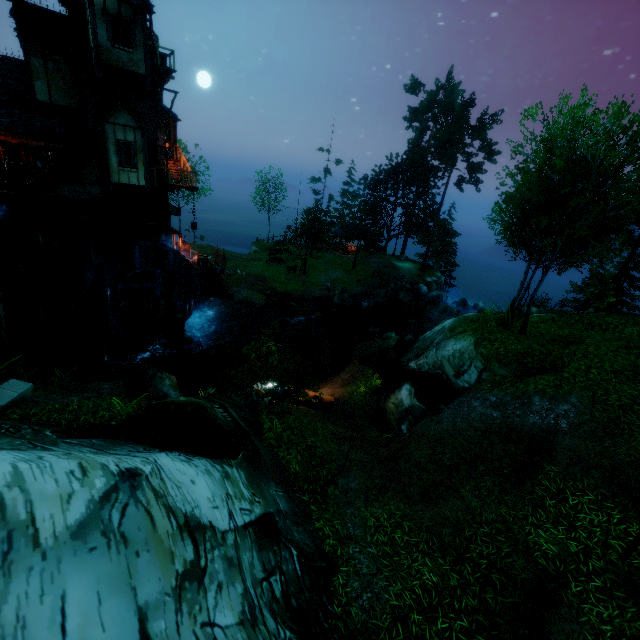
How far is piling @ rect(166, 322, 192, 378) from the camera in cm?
2031

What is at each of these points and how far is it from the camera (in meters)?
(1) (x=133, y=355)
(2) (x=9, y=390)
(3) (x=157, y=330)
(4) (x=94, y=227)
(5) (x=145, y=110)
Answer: (1) piling, 19.23
(2) stone, 8.23
(3) water wheel, 21.41
(4) drain, 17.33
(5) tower, 19.14

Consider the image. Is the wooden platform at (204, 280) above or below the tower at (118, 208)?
below

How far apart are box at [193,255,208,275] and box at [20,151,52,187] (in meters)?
10.07

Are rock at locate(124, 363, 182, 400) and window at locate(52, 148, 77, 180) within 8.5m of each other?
no

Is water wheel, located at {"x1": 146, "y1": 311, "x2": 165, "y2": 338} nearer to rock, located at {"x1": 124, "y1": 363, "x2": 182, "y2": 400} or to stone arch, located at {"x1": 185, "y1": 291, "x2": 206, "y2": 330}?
stone arch, located at {"x1": 185, "y1": 291, "x2": 206, "y2": 330}

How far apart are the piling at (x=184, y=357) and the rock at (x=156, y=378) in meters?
9.1 m

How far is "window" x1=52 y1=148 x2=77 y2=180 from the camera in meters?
17.3
